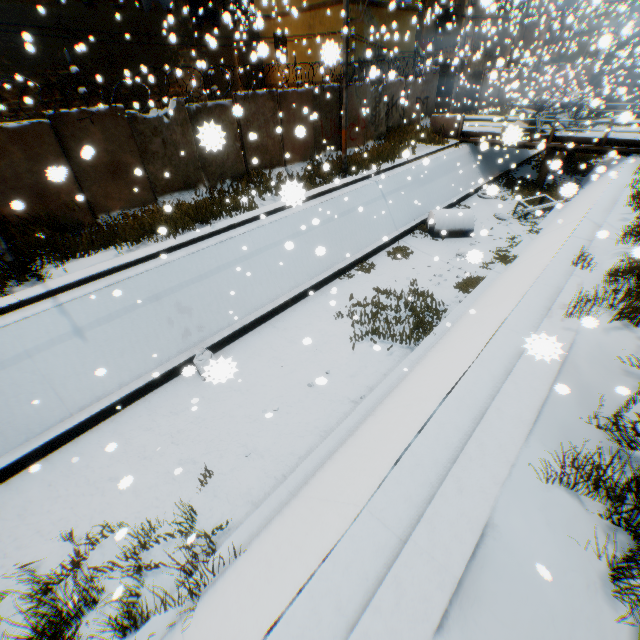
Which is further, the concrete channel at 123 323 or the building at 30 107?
the building at 30 107

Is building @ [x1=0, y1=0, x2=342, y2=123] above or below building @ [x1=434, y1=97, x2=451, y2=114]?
above

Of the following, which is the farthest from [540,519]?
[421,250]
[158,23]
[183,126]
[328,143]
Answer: [158,23]

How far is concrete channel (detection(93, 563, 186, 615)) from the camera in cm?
495

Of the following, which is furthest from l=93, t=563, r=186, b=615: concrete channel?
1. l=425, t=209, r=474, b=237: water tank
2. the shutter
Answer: the shutter

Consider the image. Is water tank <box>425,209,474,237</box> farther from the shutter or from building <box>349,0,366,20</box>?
the shutter

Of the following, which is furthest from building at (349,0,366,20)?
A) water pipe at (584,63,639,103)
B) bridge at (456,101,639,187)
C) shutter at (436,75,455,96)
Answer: water pipe at (584,63,639,103)

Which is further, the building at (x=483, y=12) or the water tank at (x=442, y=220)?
the water tank at (x=442, y=220)
